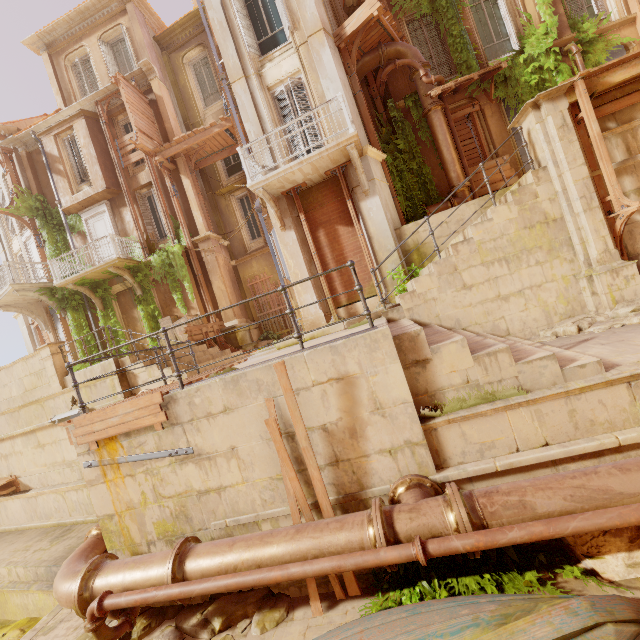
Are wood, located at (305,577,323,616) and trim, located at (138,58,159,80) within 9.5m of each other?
no

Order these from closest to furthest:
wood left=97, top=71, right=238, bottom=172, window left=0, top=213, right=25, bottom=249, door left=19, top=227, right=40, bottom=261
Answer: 1. wood left=97, top=71, right=238, bottom=172
2. door left=19, top=227, right=40, bottom=261
3. window left=0, top=213, right=25, bottom=249

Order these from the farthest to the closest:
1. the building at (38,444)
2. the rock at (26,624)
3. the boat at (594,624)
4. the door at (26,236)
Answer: the door at (26,236)
the rock at (26,624)
the building at (38,444)
the boat at (594,624)

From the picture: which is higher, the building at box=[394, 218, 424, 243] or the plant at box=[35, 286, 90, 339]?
the plant at box=[35, 286, 90, 339]

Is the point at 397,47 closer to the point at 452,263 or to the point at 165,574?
the point at 452,263

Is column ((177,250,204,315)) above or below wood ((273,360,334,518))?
above

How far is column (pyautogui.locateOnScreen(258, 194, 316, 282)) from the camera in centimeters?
1002cm

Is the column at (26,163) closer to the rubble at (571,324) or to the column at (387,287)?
the column at (387,287)
